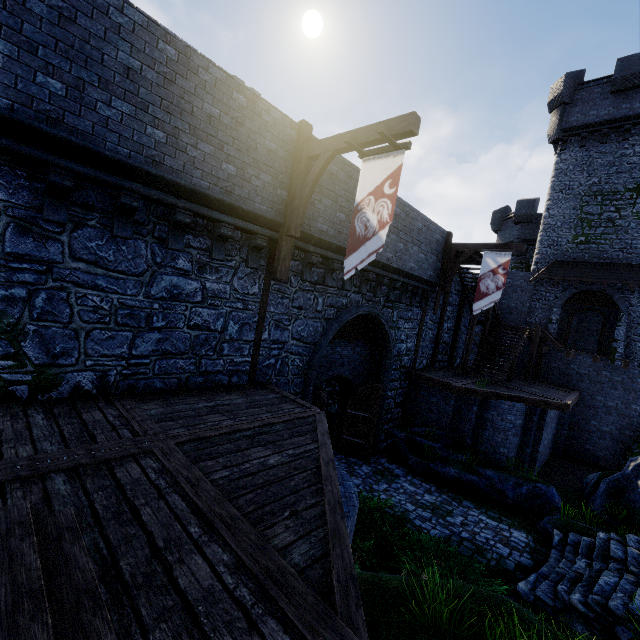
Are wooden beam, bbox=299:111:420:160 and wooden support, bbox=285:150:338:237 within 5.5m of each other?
yes

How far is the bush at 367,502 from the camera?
6.26m

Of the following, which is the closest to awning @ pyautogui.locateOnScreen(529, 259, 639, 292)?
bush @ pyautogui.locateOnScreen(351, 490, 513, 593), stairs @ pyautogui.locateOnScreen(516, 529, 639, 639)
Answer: stairs @ pyautogui.locateOnScreen(516, 529, 639, 639)

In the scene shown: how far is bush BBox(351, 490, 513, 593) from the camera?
6.26m

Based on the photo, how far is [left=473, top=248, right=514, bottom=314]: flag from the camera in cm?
1347

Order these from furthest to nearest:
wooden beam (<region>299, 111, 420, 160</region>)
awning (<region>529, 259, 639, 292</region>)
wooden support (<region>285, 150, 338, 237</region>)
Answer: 1. awning (<region>529, 259, 639, 292</region>)
2. wooden support (<region>285, 150, 338, 237</region>)
3. wooden beam (<region>299, 111, 420, 160</region>)

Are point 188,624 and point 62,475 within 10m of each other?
yes

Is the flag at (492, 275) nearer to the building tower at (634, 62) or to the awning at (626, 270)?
the awning at (626, 270)
